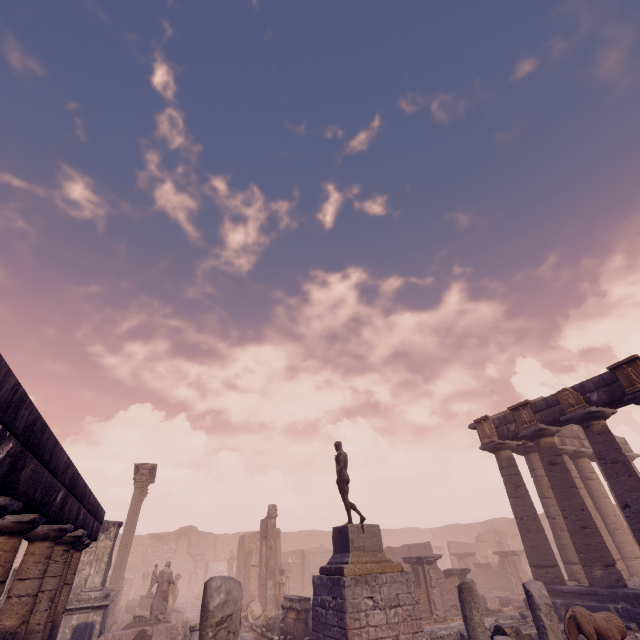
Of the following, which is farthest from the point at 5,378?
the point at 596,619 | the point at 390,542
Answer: the point at 390,542

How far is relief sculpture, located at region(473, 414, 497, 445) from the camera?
15.7m

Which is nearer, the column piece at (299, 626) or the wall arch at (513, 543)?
the column piece at (299, 626)

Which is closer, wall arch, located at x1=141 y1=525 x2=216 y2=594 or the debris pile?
the debris pile

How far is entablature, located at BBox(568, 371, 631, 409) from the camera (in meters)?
11.69

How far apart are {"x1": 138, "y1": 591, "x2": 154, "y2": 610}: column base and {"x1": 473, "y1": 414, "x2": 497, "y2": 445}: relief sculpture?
19.5m

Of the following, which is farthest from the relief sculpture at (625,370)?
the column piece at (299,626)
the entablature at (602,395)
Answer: the column piece at (299,626)

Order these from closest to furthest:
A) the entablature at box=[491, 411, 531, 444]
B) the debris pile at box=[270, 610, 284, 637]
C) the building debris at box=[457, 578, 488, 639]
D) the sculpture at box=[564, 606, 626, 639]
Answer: the building debris at box=[457, 578, 488, 639] < the sculpture at box=[564, 606, 626, 639] < the debris pile at box=[270, 610, 284, 637] < the entablature at box=[491, 411, 531, 444]
